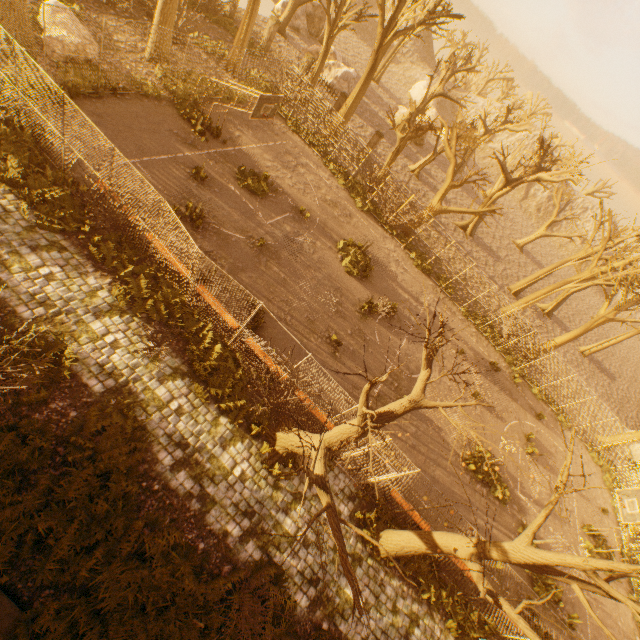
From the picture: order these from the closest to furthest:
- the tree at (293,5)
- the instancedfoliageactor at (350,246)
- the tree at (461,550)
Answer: the tree at (461,550), the instancedfoliageactor at (350,246), the tree at (293,5)

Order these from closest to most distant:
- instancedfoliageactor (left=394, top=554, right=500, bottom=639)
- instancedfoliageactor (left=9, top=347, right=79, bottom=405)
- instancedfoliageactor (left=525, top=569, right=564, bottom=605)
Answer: instancedfoliageactor (left=9, top=347, right=79, bottom=405) < instancedfoliageactor (left=394, top=554, right=500, bottom=639) < instancedfoliageactor (left=525, top=569, right=564, bottom=605)

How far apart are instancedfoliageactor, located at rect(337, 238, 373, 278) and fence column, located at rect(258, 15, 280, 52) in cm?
2051

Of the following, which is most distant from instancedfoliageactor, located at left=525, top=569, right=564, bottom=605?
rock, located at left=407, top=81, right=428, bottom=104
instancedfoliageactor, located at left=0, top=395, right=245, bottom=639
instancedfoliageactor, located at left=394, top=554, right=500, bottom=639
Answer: rock, located at left=407, top=81, right=428, bottom=104

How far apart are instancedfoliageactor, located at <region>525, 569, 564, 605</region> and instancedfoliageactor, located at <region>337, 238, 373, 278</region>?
15.53m

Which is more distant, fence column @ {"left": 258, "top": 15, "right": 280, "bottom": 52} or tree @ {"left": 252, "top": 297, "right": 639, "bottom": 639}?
fence column @ {"left": 258, "top": 15, "right": 280, "bottom": 52}

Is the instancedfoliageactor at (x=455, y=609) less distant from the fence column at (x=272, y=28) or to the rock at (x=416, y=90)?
the fence column at (x=272, y=28)

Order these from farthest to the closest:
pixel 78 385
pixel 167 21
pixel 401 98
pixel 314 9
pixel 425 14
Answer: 1. pixel 401 98
2. pixel 425 14
3. pixel 314 9
4. pixel 167 21
5. pixel 78 385
